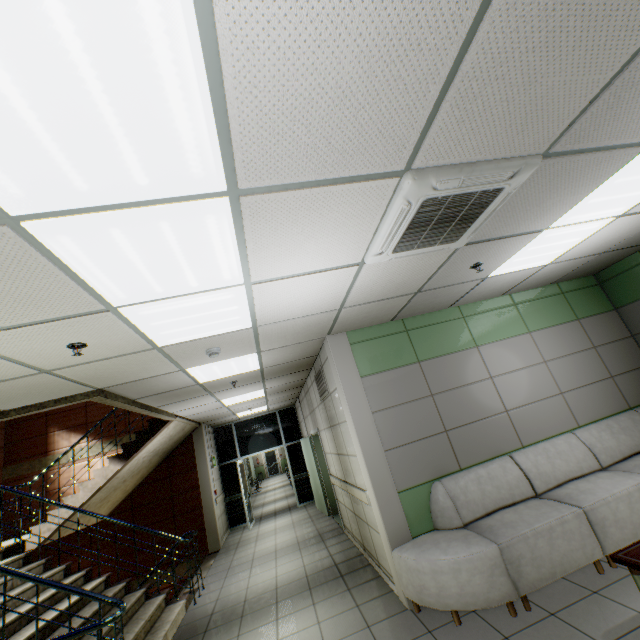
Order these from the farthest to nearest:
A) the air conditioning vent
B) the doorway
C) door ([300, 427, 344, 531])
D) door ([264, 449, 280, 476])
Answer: door ([264, 449, 280, 476]) → the doorway → door ([300, 427, 344, 531]) → the air conditioning vent

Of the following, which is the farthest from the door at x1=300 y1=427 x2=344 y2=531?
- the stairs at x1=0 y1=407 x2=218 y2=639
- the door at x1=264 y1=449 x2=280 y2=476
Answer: the door at x1=264 y1=449 x2=280 y2=476

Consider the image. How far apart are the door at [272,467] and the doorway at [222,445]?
16.0m

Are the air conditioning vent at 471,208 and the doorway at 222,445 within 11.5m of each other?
yes

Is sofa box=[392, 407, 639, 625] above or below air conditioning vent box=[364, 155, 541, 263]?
below

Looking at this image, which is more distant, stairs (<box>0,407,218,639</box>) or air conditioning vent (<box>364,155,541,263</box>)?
stairs (<box>0,407,218,639</box>)

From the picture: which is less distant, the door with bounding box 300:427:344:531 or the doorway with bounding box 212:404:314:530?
the door with bounding box 300:427:344:531

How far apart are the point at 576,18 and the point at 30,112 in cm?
211
